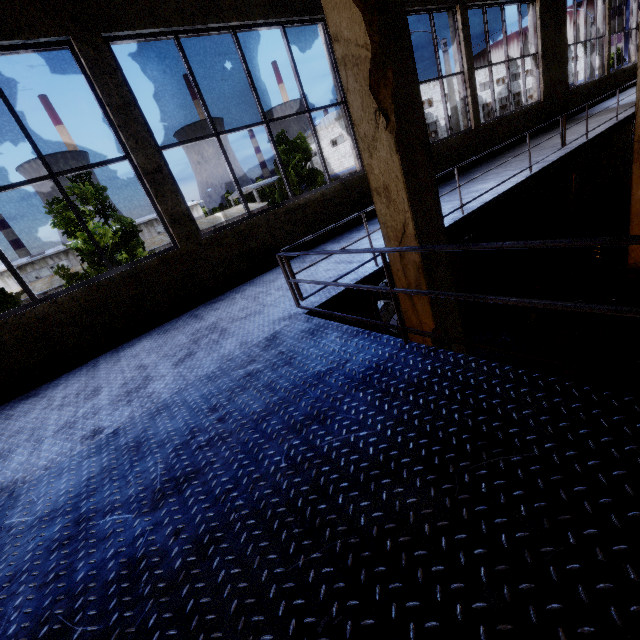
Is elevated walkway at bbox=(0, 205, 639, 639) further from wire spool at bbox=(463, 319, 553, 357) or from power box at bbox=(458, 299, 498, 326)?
wire spool at bbox=(463, 319, 553, 357)

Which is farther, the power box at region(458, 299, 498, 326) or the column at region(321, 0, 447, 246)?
the power box at region(458, 299, 498, 326)

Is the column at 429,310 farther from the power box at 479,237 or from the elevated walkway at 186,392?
the power box at 479,237

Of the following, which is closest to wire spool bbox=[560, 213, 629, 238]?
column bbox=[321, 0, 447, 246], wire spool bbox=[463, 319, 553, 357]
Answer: wire spool bbox=[463, 319, 553, 357]

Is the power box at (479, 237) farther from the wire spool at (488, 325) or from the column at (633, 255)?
the column at (633, 255)

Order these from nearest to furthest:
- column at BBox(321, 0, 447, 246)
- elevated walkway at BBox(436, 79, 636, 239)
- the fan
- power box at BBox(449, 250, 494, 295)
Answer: column at BBox(321, 0, 447, 246), elevated walkway at BBox(436, 79, 636, 239), the fan, power box at BBox(449, 250, 494, 295)

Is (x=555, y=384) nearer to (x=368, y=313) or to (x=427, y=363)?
(x=427, y=363)

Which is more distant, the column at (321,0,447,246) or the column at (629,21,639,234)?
Result: the column at (629,21,639,234)
